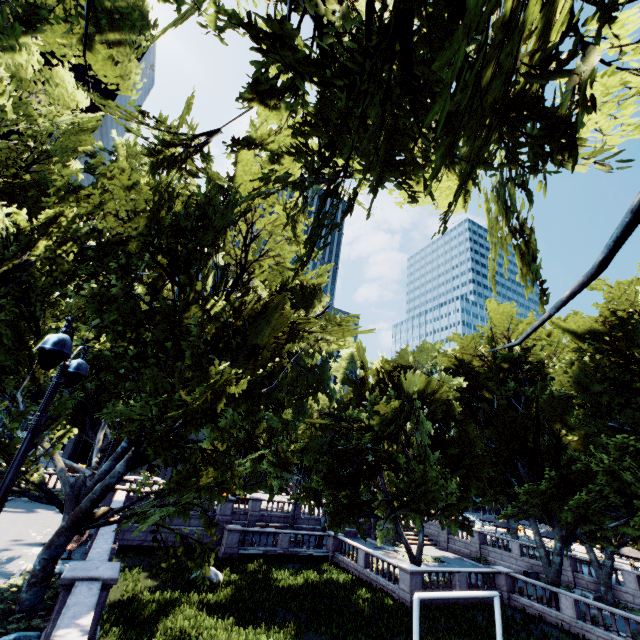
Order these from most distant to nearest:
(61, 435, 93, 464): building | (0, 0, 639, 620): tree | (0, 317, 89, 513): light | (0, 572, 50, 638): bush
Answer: (61, 435, 93, 464): building, (0, 572, 50, 638): bush, (0, 317, 89, 513): light, (0, 0, 639, 620): tree

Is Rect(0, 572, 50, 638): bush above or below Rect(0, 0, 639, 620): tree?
below

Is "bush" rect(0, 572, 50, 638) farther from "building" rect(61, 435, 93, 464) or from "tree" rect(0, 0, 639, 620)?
"building" rect(61, 435, 93, 464)

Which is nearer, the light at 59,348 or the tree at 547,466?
the tree at 547,466

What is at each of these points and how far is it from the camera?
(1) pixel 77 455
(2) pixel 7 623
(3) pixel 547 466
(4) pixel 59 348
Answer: (1) building, 56.5m
(2) bush, 9.7m
(3) tree, 28.4m
(4) light, 4.8m

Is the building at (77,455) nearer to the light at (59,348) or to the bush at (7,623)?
the bush at (7,623)

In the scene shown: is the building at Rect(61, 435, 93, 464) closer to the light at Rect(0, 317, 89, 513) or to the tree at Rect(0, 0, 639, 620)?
the tree at Rect(0, 0, 639, 620)

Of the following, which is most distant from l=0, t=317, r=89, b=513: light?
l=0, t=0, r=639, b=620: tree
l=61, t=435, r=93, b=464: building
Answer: l=61, t=435, r=93, b=464: building
